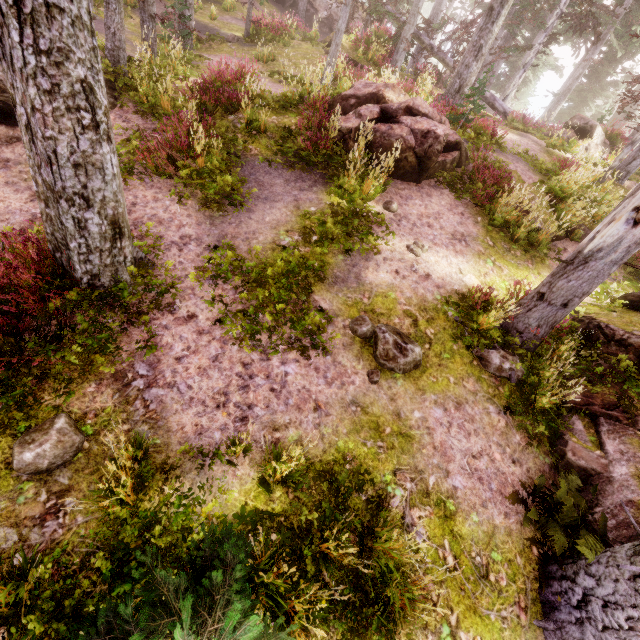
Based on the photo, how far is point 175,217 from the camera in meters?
6.5

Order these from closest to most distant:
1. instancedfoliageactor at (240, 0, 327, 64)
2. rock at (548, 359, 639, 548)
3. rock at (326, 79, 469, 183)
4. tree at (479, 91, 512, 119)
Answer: rock at (548, 359, 639, 548) < rock at (326, 79, 469, 183) < instancedfoliageactor at (240, 0, 327, 64) < tree at (479, 91, 512, 119)

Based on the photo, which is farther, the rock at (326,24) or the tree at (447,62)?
the rock at (326,24)

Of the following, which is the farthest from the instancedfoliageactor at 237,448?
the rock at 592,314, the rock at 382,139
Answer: the rock at 382,139

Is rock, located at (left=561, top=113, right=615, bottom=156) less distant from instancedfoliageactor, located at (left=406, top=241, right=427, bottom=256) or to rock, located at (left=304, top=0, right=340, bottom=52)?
instancedfoliageactor, located at (left=406, top=241, right=427, bottom=256)

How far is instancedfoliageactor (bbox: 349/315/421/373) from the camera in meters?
5.5

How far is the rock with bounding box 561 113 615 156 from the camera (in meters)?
15.57
